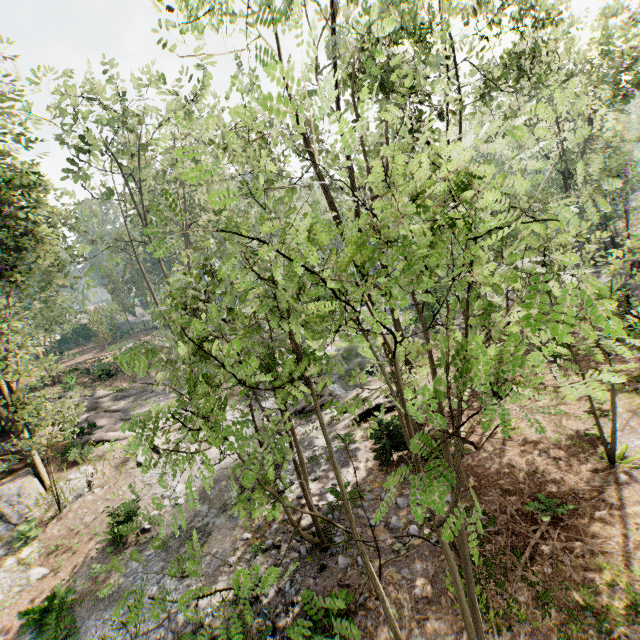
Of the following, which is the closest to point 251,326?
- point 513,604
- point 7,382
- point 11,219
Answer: point 513,604

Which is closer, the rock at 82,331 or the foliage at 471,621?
the foliage at 471,621

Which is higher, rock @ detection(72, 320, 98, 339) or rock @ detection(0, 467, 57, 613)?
rock @ detection(72, 320, 98, 339)

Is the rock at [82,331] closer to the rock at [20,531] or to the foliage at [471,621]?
the foliage at [471,621]

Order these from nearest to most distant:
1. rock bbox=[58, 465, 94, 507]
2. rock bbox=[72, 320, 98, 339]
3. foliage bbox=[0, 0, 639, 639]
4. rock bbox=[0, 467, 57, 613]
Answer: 1. foliage bbox=[0, 0, 639, 639]
2. rock bbox=[0, 467, 57, 613]
3. rock bbox=[58, 465, 94, 507]
4. rock bbox=[72, 320, 98, 339]

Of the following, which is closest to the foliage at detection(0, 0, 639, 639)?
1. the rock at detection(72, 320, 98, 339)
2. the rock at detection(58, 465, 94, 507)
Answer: the rock at detection(58, 465, 94, 507)

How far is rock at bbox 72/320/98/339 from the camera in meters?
50.6 m

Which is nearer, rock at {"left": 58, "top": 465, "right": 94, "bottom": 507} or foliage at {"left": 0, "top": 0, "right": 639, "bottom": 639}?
foliage at {"left": 0, "top": 0, "right": 639, "bottom": 639}
